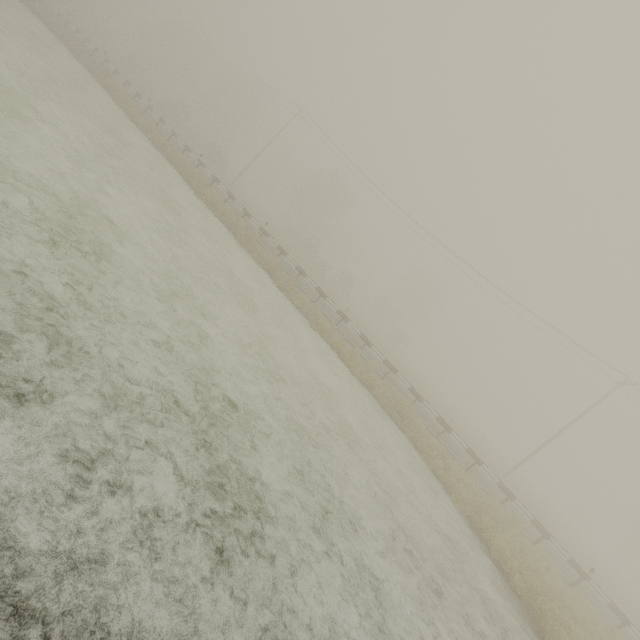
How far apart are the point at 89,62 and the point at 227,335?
27.9m
